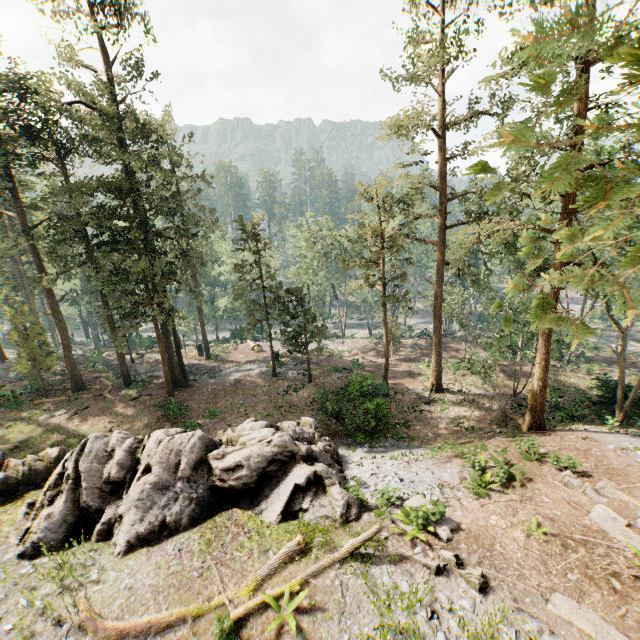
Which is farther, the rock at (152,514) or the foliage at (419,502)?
the rock at (152,514)

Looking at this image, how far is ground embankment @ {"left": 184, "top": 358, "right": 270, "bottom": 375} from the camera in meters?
36.8

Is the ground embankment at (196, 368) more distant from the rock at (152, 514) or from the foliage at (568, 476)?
the rock at (152, 514)

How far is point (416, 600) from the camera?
9.1 meters

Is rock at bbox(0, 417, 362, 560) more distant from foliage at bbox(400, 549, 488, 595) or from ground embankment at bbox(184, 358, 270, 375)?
ground embankment at bbox(184, 358, 270, 375)

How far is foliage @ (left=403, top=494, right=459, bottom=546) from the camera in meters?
11.0
